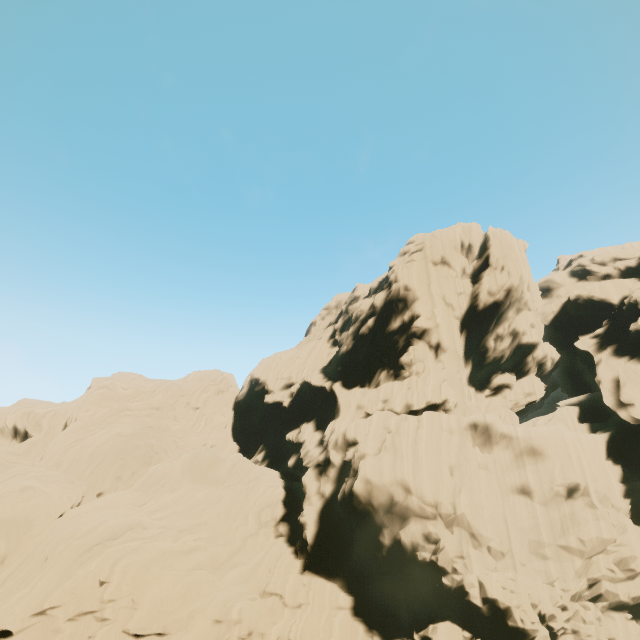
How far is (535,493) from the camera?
21.58m
